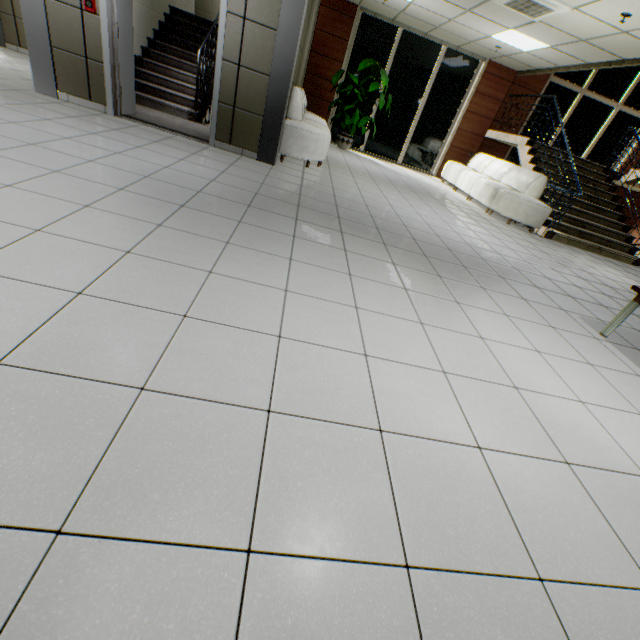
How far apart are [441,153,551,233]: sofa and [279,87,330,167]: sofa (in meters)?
3.98

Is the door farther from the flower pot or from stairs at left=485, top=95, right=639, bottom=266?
stairs at left=485, top=95, right=639, bottom=266

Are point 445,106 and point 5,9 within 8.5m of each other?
no

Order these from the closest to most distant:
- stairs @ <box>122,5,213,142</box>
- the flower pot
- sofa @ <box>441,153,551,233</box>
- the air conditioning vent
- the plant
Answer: the air conditioning vent → stairs @ <box>122,5,213,142</box> → sofa @ <box>441,153,551,233</box> → the plant → the flower pot

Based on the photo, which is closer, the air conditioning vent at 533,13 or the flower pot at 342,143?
the air conditioning vent at 533,13

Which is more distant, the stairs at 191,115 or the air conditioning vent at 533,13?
the stairs at 191,115

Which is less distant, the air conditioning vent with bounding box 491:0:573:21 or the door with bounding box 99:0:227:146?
the door with bounding box 99:0:227:146

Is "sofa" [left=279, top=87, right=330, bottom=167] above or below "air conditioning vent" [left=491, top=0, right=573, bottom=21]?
below
